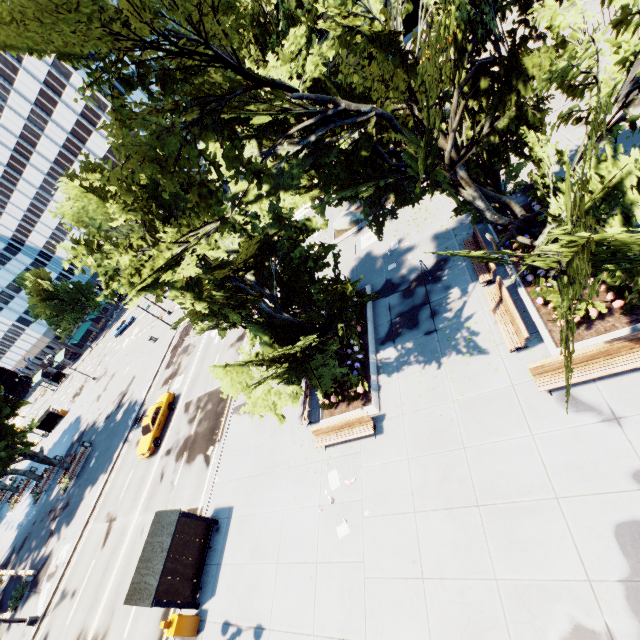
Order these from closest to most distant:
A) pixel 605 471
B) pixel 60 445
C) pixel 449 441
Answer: pixel 605 471 < pixel 449 441 < pixel 60 445

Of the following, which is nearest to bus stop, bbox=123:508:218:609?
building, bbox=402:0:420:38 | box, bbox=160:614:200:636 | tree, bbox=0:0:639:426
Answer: box, bbox=160:614:200:636

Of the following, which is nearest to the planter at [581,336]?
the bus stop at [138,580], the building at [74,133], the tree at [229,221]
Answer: the tree at [229,221]

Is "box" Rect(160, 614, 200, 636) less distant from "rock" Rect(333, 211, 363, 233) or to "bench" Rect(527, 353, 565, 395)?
"bench" Rect(527, 353, 565, 395)

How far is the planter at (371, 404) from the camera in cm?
1362

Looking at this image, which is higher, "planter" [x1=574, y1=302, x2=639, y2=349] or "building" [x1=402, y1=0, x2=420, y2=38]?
"building" [x1=402, y1=0, x2=420, y2=38]

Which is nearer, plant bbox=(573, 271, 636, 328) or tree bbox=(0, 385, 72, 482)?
plant bbox=(573, 271, 636, 328)

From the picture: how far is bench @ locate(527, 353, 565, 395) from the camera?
9.3m
